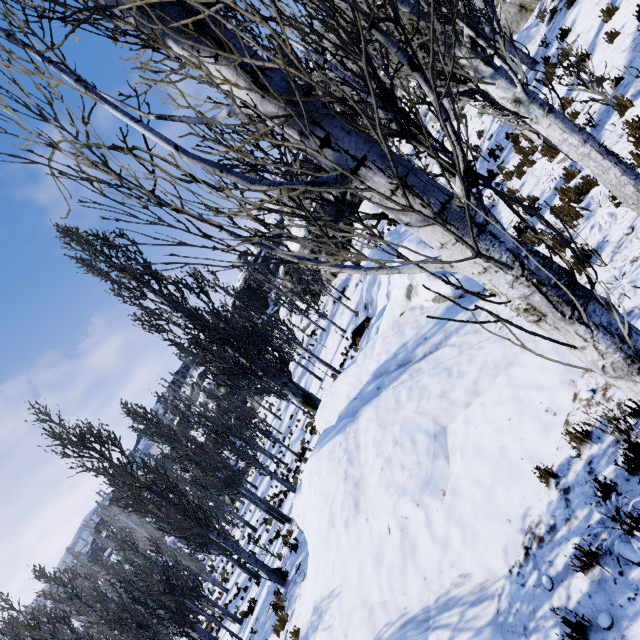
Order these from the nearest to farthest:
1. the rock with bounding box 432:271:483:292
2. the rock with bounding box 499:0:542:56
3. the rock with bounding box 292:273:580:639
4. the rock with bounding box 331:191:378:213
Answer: the rock with bounding box 292:273:580:639 < the rock with bounding box 432:271:483:292 < the rock with bounding box 499:0:542:56 < the rock with bounding box 331:191:378:213

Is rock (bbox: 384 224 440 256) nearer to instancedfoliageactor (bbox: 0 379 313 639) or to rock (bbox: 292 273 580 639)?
instancedfoliageactor (bbox: 0 379 313 639)

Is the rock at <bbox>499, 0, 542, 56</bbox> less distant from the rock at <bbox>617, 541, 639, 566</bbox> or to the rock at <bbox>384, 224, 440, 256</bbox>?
the rock at <bbox>384, 224, 440, 256</bbox>

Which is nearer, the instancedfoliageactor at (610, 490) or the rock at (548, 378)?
the instancedfoliageactor at (610, 490)

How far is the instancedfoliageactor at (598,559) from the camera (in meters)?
3.03

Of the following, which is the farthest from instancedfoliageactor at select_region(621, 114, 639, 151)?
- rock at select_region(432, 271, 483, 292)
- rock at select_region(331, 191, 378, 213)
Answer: rock at select_region(331, 191, 378, 213)

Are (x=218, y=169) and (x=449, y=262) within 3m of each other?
yes

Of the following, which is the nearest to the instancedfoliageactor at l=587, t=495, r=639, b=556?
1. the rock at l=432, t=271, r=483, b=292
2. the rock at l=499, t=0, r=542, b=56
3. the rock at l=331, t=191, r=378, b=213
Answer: the rock at l=432, t=271, r=483, b=292
